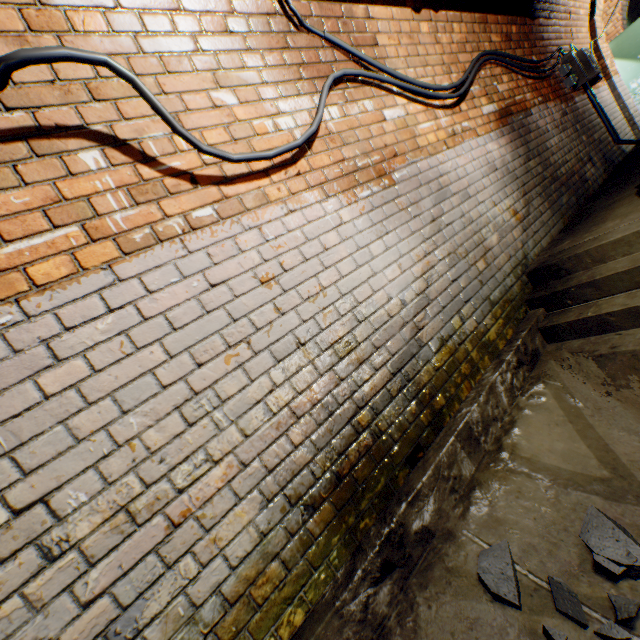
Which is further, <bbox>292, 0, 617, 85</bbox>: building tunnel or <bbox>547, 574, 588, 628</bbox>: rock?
<bbox>292, 0, 617, 85</bbox>: building tunnel

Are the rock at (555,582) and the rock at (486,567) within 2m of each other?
yes

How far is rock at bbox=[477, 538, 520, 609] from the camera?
1.29m

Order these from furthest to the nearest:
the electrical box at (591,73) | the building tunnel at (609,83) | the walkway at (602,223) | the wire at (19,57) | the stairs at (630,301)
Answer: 1. the building tunnel at (609,83)
2. the electrical box at (591,73)
3. the walkway at (602,223)
4. the stairs at (630,301)
5. the wire at (19,57)

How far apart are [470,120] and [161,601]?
4.09m

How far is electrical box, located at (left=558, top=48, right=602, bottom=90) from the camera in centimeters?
485cm

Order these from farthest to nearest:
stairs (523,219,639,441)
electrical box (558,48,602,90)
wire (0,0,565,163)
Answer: electrical box (558,48,602,90) → stairs (523,219,639,441) → wire (0,0,565,163)

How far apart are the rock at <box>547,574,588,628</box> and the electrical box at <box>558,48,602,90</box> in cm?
546
